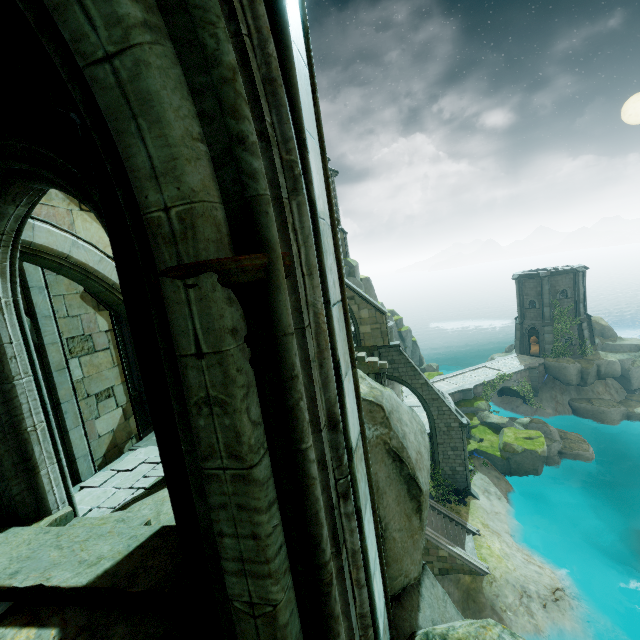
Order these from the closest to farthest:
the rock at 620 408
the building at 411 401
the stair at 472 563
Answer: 1. the stair at 472 563
2. the building at 411 401
3. the rock at 620 408

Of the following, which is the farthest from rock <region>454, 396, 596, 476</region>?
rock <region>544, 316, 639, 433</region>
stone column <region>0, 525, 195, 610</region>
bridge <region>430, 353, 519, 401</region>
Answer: stone column <region>0, 525, 195, 610</region>

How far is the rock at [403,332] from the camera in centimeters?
3831cm

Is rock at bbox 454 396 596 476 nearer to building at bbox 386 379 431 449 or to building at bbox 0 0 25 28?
building at bbox 386 379 431 449

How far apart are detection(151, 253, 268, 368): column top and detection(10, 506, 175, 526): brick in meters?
3.8

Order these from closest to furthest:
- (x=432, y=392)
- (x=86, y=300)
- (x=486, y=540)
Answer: (x=86, y=300)
(x=486, y=540)
(x=432, y=392)

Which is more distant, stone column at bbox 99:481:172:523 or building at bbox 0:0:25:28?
stone column at bbox 99:481:172:523

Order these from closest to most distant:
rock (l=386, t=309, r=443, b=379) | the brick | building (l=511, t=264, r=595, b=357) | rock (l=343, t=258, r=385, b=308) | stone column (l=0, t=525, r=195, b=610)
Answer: stone column (l=0, t=525, r=195, b=610) → the brick → rock (l=343, t=258, r=385, b=308) → building (l=511, t=264, r=595, b=357) → rock (l=386, t=309, r=443, b=379)
